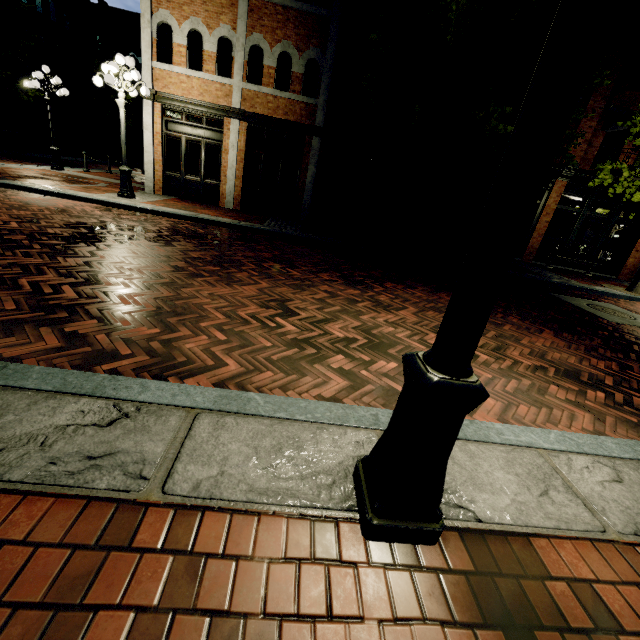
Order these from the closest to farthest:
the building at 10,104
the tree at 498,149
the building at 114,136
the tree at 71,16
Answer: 1. the tree at 498,149
2. the tree at 71,16
3. the building at 10,104
4. the building at 114,136

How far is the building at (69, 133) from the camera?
29.58m

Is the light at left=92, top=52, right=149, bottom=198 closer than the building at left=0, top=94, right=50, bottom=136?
Yes

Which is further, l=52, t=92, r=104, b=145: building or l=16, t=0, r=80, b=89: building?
l=52, t=92, r=104, b=145: building

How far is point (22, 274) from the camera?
3.83m

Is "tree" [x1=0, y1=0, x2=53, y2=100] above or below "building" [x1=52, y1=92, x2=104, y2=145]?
above

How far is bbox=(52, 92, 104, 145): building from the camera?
29.58m

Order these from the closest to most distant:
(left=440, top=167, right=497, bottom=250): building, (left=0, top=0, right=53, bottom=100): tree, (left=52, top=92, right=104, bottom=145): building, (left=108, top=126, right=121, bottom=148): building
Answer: (left=440, top=167, right=497, bottom=250): building → (left=0, top=0, right=53, bottom=100): tree → (left=52, top=92, right=104, bottom=145): building → (left=108, top=126, right=121, bottom=148): building
